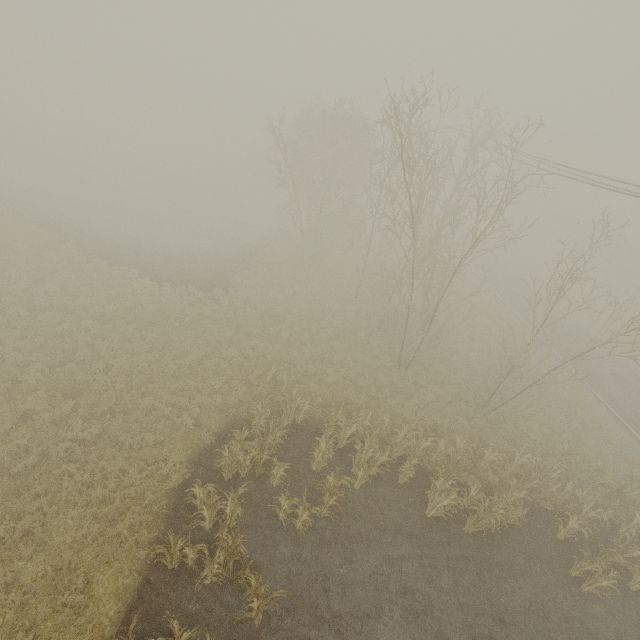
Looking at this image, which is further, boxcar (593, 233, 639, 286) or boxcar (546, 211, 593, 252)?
boxcar (546, 211, 593, 252)

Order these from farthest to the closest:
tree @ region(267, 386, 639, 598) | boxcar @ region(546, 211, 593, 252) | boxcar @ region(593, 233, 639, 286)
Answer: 1. boxcar @ region(546, 211, 593, 252)
2. boxcar @ region(593, 233, 639, 286)
3. tree @ region(267, 386, 639, 598)

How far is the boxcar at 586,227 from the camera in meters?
51.8

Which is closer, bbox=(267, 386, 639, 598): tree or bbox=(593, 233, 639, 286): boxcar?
bbox=(267, 386, 639, 598): tree

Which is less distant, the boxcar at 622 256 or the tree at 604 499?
the tree at 604 499

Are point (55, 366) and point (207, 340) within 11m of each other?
yes

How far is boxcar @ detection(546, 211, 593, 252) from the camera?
51.8m
